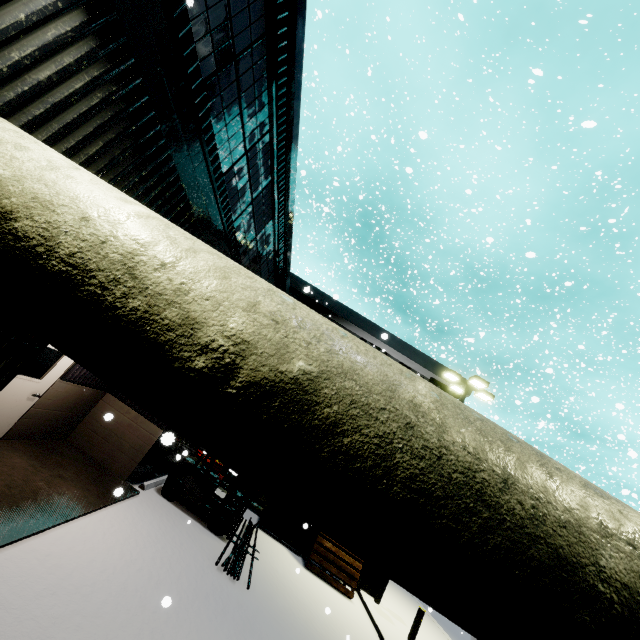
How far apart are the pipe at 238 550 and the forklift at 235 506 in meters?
0.1 m

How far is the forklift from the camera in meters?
9.3 m

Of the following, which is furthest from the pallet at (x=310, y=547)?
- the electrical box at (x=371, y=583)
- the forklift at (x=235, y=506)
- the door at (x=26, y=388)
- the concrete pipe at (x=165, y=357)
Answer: the door at (x=26, y=388)

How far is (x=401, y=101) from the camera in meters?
27.4 m

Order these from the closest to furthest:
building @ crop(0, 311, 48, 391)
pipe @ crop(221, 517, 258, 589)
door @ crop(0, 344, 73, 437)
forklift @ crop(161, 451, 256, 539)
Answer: building @ crop(0, 311, 48, 391)
door @ crop(0, 344, 73, 437)
pipe @ crop(221, 517, 258, 589)
forklift @ crop(161, 451, 256, 539)

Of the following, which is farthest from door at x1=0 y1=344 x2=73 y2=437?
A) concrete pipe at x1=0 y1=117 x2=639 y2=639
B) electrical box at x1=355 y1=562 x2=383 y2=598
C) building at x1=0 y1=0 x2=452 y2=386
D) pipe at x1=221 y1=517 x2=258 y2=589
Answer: electrical box at x1=355 y1=562 x2=383 y2=598

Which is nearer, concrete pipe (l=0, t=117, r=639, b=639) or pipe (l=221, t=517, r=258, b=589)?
concrete pipe (l=0, t=117, r=639, b=639)

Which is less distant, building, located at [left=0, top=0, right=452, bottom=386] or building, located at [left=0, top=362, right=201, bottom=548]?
building, located at [left=0, top=0, right=452, bottom=386]
